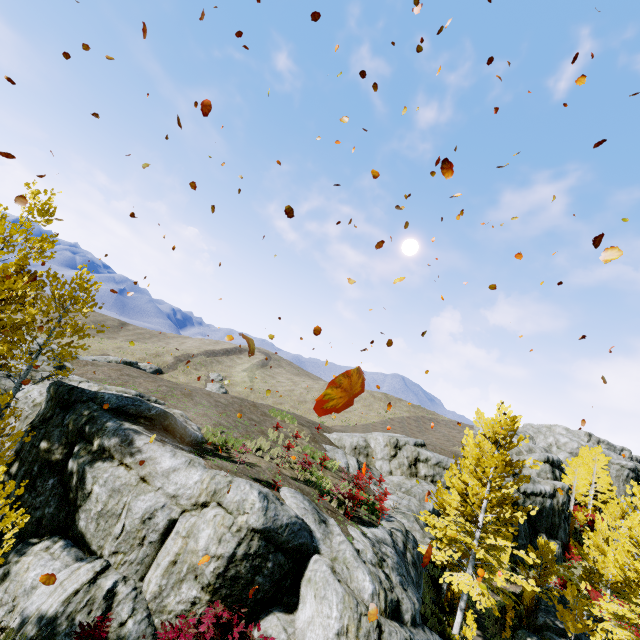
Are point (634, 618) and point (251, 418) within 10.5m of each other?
no

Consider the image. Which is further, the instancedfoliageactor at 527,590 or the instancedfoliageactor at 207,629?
the instancedfoliageactor at 527,590

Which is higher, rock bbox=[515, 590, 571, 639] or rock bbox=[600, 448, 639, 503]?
rock bbox=[600, 448, 639, 503]

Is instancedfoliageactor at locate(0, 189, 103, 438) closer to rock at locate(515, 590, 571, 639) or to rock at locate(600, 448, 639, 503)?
rock at locate(515, 590, 571, 639)

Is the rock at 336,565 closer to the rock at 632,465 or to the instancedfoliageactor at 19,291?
the instancedfoliageactor at 19,291

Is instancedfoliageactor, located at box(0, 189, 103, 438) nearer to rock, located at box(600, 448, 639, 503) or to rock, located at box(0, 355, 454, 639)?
rock, located at box(0, 355, 454, 639)

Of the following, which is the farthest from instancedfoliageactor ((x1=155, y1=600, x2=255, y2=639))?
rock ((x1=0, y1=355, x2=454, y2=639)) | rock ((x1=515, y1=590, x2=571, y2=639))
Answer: rock ((x1=515, y1=590, x2=571, y2=639))

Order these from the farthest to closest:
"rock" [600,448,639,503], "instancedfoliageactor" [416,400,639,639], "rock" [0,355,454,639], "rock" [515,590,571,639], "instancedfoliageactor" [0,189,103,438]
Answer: "rock" [600,448,639,503] → "rock" [515,590,571,639] → "instancedfoliageactor" [416,400,639,639] → "instancedfoliageactor" [0,189,103,438] → "rock" [0,355,454,639]
